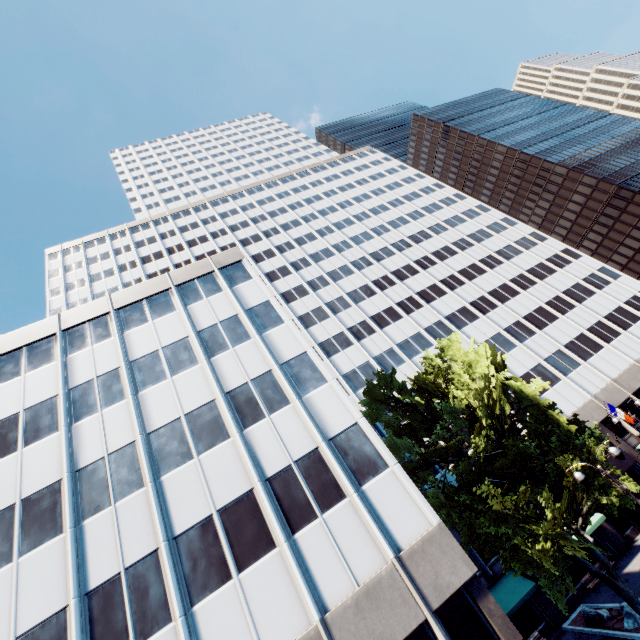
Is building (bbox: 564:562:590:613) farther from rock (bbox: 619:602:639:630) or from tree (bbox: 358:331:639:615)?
rock (bbox: 619:602:639:630)

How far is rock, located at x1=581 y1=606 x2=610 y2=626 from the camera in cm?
1956

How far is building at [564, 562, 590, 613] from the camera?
23.8m

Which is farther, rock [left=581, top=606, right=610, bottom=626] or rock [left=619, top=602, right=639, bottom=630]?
rock [left=581, top=606, right=610, bottom=626]

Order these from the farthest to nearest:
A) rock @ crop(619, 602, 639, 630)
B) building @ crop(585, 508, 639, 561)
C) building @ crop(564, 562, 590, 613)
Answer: building @ crop(585, 508, 639, 561) < building @ crop(564, 562, 590, 613) < rock @ crop(619, 602, 639, 630)

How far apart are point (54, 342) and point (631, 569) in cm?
4313

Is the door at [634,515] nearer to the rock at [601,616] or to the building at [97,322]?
the building at [97,322]

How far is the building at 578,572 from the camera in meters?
23.8
